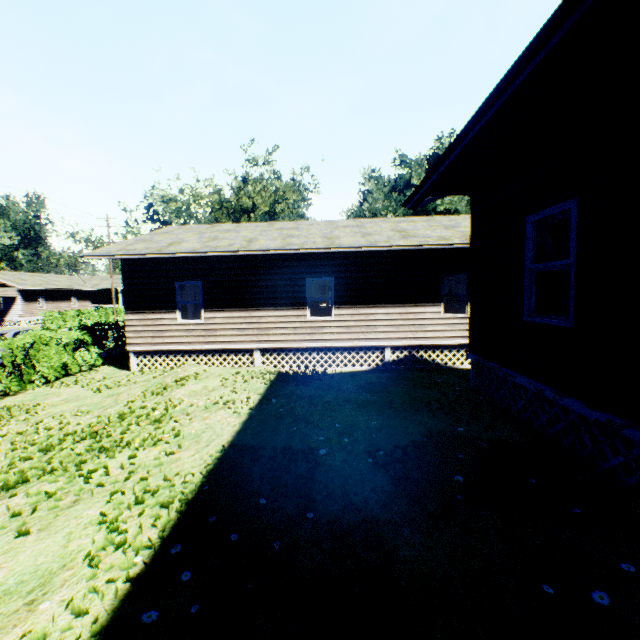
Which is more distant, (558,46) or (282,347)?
(282,347)
